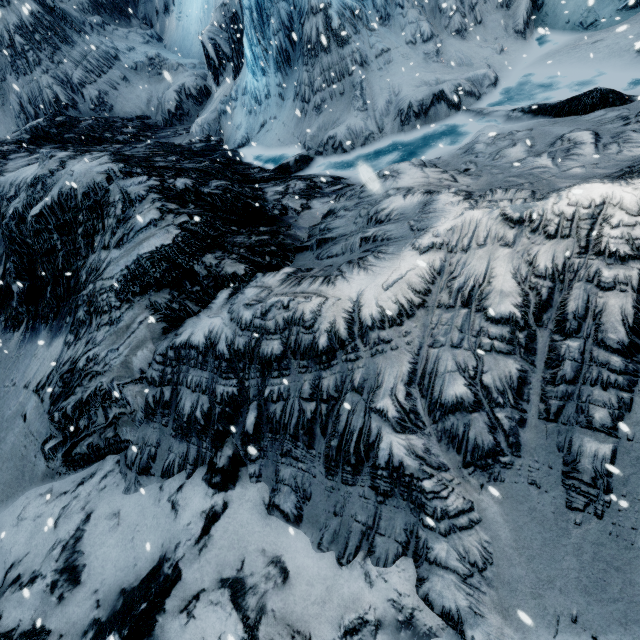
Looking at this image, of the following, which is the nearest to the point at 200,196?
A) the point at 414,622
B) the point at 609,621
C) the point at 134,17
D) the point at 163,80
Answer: the point at 414,622
